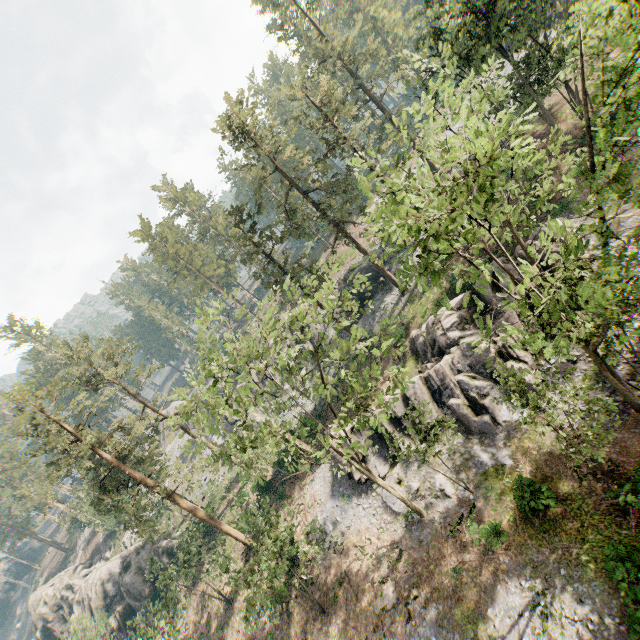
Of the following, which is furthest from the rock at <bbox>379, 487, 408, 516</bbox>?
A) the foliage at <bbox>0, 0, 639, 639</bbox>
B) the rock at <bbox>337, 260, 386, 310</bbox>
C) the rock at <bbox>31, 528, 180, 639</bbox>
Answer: the rock at <bbox>31, 528, 180, 639</bbox>

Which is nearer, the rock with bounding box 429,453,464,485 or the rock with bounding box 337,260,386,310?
the rock with bounding box 429,453,464,485

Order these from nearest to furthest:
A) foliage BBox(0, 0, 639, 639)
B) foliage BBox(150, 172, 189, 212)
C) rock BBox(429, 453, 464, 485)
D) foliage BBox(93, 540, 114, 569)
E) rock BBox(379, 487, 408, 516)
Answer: foliage BBox(0, 0, 639, 639)
rock BBox(429, 453, 464, 485)
rock BBox(379, 487, 408, 516)
foliage BBox(93, 540, 114, 569)
foliage BBox(150, 172, 189, 212)

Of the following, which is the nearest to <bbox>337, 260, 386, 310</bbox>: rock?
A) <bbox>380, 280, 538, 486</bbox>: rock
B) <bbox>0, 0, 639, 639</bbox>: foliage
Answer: <bbox>0, 0, 639, 639</bbox>: foliage

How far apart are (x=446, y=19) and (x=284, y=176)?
17.4 meters

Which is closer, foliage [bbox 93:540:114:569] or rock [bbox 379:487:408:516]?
rock [bbox 379:487:408:516]

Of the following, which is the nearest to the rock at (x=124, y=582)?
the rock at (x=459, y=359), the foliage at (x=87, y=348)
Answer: the foliage at (x=87, y=348)

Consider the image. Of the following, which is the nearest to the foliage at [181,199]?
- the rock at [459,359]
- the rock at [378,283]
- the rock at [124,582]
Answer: the rock at [459,359]
